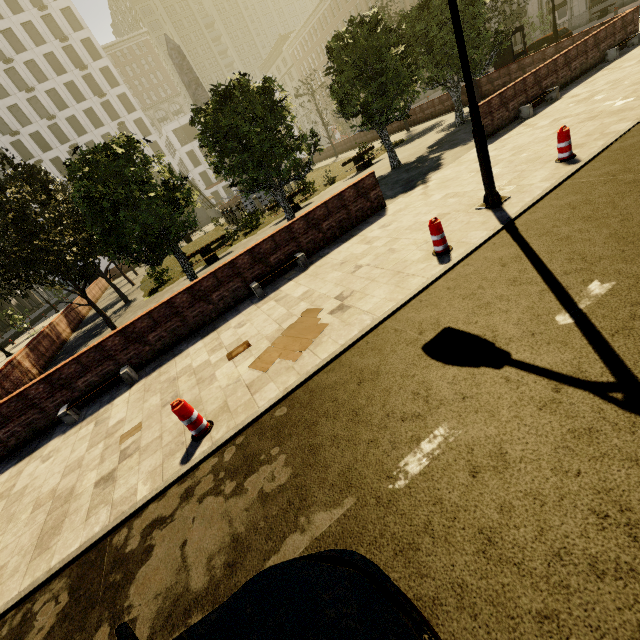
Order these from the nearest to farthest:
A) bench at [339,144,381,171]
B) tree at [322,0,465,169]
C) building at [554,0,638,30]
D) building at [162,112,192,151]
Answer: tree at [322,0,465,169] → bench at [339,144,381,171] → building at [554,0,638,30] → building at [162,112,192,151]

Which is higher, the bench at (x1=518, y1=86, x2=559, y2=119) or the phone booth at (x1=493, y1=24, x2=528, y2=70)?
the phone booth at (x1=493, y1=24, x2=528, y2=70)

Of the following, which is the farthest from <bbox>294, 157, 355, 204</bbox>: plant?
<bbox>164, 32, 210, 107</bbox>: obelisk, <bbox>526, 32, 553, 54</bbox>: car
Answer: <bbox>526, 32, 553, 54</bbox>: car

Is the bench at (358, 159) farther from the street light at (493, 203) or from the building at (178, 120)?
the building at (178, 120)

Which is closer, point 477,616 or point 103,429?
point 477,616

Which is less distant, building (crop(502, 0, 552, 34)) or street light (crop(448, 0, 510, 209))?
street light (crop(448, 0, 510, 209))

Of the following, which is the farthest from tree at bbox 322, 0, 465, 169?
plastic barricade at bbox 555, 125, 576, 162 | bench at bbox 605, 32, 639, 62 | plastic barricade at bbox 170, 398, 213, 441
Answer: plastic barricade at bbox 555, 125, 576, 162

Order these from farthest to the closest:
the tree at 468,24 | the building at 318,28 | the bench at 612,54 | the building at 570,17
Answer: the building at 318,28 → the building at 570,17 → the tree at 468,24 → the bench at 612,54
